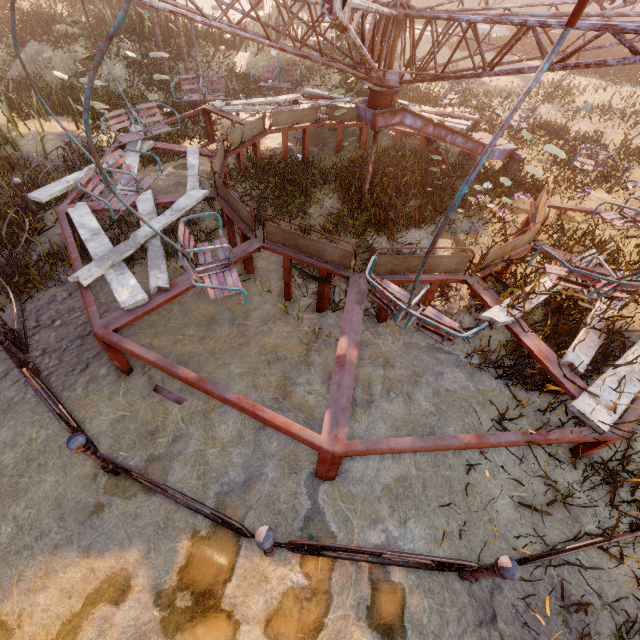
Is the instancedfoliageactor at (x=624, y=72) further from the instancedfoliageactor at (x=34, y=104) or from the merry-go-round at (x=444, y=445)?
the instancedfoliageactor at (x=34, y=104)

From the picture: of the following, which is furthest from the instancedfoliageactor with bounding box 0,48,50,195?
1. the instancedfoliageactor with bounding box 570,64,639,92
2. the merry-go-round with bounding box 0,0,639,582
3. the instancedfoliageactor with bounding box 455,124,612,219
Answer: the instancedfoliageactor with bounding box 570,64,639,92

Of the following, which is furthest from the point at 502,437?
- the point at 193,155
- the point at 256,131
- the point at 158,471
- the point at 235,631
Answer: the point at 256,131

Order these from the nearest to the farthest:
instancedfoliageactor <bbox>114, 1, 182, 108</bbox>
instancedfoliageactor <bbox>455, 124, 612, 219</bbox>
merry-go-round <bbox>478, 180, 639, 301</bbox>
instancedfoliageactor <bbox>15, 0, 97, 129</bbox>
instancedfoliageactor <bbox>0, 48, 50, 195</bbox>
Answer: merry-go-round <bbox>478, 180, 639, 301</bbox> < instancedfoliageactor <bbox>455, 124, 612, 219</bbox> < instancedfoliageactor <bbox>0, 48, 50, 195</bbox> < instancedfoliageactor <bbox>15, 0, 97, 129</bbox> < instancedfoliageactor <bbox>114, 1, 182, 108</bbox>

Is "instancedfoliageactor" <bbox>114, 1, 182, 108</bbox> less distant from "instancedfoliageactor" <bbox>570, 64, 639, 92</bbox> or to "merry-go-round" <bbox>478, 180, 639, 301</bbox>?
"merry-go-round" <bbox>478, 180, 639, 301</bbox>

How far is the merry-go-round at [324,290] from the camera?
5.3 meters

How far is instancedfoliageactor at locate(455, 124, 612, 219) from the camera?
6.52m
